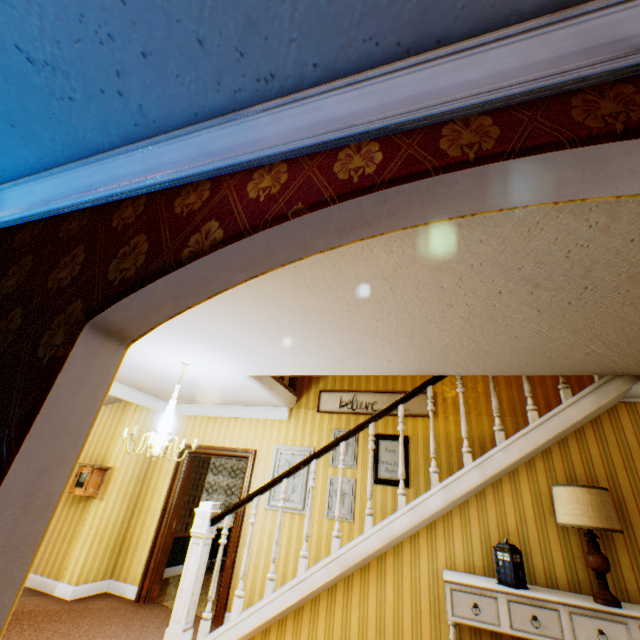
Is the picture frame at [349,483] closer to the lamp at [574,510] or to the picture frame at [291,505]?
the picture frame at [291,505]

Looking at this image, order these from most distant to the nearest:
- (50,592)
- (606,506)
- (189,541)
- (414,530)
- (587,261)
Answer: (189,541) < (50,592) < (414,530) < (606,506) < (587,261)

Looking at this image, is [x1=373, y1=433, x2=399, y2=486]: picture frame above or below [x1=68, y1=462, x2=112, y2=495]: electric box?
above

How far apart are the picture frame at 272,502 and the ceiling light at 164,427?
1.9 meters

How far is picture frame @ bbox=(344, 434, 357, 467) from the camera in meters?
5.2 m

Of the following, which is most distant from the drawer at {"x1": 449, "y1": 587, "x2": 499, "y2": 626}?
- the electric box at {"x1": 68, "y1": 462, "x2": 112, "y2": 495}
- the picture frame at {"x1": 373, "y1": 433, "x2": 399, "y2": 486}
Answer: the electric box at {"x1": 68, "y1": 462, "x2": 112, "y2": 495}

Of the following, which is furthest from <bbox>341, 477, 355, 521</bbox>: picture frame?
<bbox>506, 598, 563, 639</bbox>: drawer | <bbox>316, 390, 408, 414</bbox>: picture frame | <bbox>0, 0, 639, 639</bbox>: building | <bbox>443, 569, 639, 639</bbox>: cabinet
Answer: <bbox>506, 598, 563, 639</bbox>: drawer

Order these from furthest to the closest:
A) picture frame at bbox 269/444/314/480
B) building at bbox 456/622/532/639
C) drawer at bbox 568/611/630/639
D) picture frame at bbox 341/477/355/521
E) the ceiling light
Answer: picture frame at bbox 269/444/314/480
picture frame at bbox 341/477/355/521
the ceiling light
building at bbox 456/622/532/639
drawer at bbox 568/611/630/639
